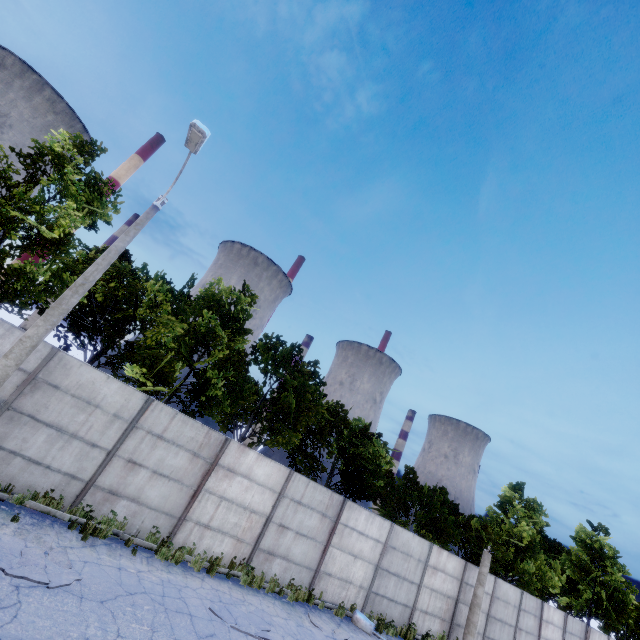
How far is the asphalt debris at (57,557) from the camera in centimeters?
712cm

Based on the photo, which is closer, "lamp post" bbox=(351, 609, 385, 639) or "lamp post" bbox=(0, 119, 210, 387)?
"lamp post" bbox=(0, 119, 210, 387)

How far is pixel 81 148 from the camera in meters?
13.8

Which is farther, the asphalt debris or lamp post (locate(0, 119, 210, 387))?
lamp post (locate(0, 119, 210, 387))

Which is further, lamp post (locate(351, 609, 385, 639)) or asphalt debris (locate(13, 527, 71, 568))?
lamp post (locate(351, 609, 385, 639))

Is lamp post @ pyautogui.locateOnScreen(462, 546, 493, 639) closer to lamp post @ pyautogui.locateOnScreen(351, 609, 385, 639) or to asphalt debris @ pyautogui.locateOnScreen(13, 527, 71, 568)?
lamp post @ pyautogui.locateOnScreen(351, 609, 385, 639)

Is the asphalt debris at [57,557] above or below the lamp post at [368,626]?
below

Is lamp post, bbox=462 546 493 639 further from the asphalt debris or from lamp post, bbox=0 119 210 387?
lamp post, bbox=0 119 210 387
